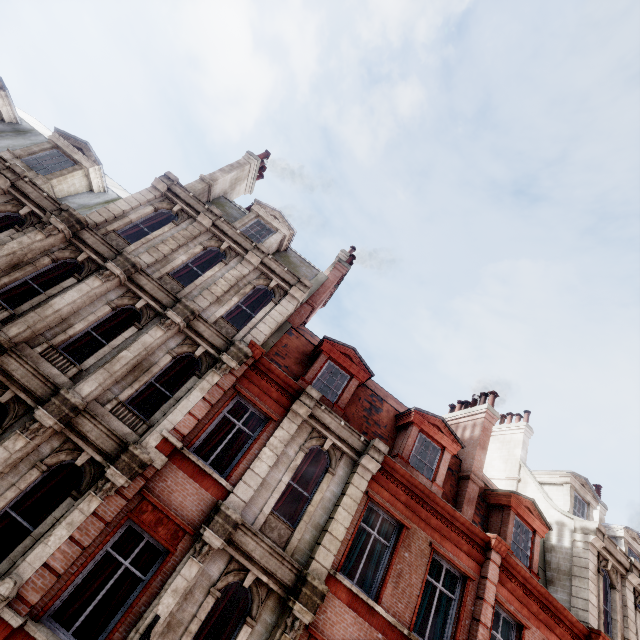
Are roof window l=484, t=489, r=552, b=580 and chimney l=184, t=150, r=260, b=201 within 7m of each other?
no

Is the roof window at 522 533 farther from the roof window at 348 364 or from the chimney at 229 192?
the chimney at 229 192

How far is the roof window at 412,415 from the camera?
11.79m

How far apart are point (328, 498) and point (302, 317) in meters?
7.7

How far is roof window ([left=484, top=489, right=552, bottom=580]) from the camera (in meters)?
12.38

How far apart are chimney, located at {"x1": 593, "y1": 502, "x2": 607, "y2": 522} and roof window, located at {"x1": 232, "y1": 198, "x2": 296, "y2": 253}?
25.03m

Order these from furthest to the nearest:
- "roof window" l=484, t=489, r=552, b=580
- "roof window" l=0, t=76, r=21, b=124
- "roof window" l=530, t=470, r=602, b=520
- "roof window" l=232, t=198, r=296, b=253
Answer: "roof window" l=530, t=470, r=602, b=520 → "roof window" l=232, t=198, r=296, b=253 → "roof window" l=0, t=76, r=21, b=124 → "roof window" l=484, t=489, r=552, b=580

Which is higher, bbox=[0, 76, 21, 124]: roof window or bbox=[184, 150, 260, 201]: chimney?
bbox=[184, 150, 260, 201]: chimney
